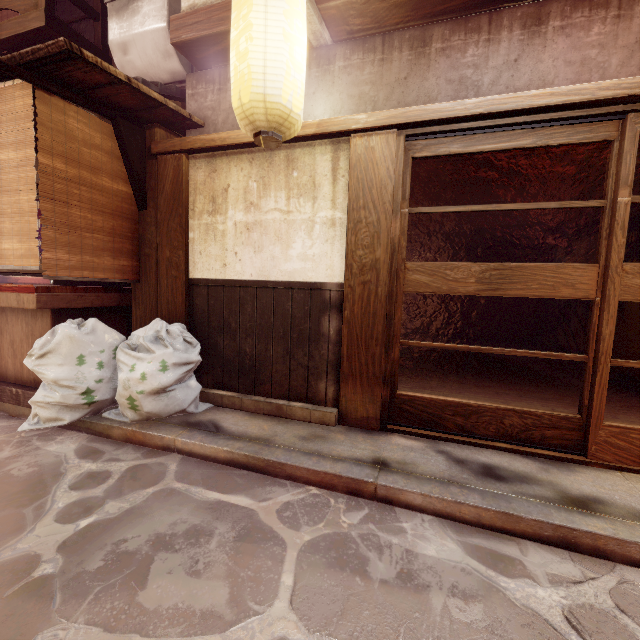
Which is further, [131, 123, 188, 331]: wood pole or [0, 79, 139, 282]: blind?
[131, 123, 188, 331]: wood pole

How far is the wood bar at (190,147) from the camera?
6.0 meters

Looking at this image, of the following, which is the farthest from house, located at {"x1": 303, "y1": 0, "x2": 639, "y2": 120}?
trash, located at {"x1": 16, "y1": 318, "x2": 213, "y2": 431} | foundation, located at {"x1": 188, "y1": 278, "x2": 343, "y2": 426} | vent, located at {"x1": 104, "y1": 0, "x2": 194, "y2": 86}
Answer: trash, located at {"x1": 16, "y1": 318, "x2": 213, "y2": 431}

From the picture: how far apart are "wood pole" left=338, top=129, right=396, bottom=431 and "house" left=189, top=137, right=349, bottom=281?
0.01m

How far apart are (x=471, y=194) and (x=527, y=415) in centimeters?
648cm

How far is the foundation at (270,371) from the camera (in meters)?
6.02

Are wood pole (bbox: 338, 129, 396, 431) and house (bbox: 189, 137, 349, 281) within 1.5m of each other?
yes

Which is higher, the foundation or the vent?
the vent
